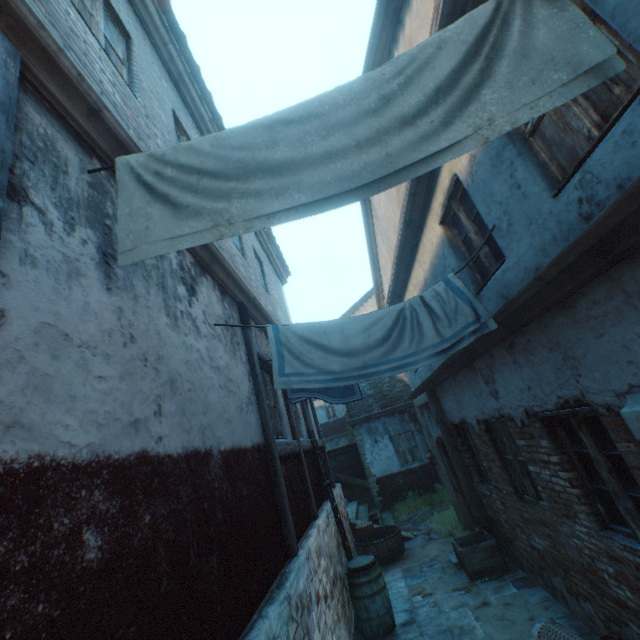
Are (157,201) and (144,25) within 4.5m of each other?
no

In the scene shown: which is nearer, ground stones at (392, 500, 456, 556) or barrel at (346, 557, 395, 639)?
barrel at (346, 557, 395, 639)

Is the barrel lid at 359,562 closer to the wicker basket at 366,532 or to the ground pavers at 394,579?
the ground pavers at 394,579

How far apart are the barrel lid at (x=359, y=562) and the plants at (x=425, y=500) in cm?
657

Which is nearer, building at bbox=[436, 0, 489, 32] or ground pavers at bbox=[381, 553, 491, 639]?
building at bbox=[436, 0, 489, 32]

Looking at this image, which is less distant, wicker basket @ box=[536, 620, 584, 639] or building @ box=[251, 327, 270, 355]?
wicker basket @ box=[536, 620, 584, 639]

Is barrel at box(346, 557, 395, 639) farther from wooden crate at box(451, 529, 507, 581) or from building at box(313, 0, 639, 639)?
wooden crate at box(451, 529, 507, 581)

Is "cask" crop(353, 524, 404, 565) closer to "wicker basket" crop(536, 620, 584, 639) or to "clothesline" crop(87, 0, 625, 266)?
"wicker basket" crop(536, 620, 584, 639)
